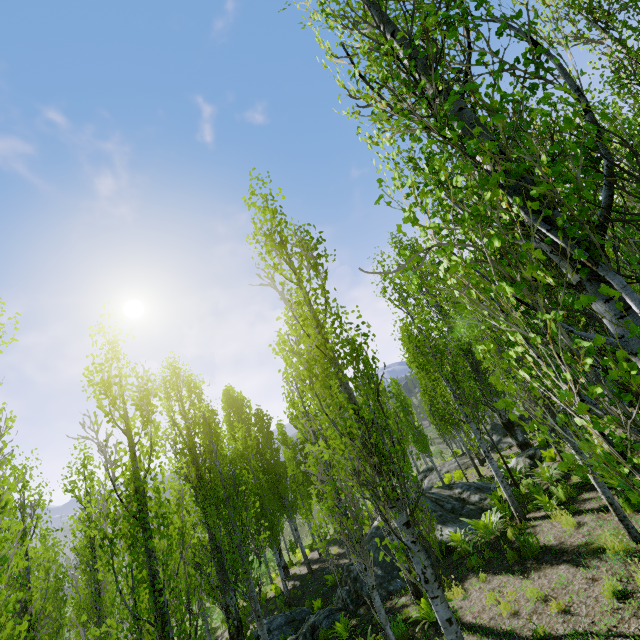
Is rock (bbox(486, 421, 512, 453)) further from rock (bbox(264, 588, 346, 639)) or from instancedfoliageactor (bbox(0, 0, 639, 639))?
rock (bbox(264, 588, 346, 639))

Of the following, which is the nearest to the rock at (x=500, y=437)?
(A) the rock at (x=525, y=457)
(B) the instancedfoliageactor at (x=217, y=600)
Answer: (B) the instancedfoliageactor at (x=217, y=600)

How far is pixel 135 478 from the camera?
5.73m

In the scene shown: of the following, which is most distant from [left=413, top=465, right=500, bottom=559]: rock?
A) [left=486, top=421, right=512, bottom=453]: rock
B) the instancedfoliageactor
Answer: [left=486, top=421, right=512, bottom=453]: rock

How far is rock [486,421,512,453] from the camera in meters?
22.1 m

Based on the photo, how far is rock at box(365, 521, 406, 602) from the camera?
10.39m

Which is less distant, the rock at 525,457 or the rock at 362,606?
the rock at 362,606
